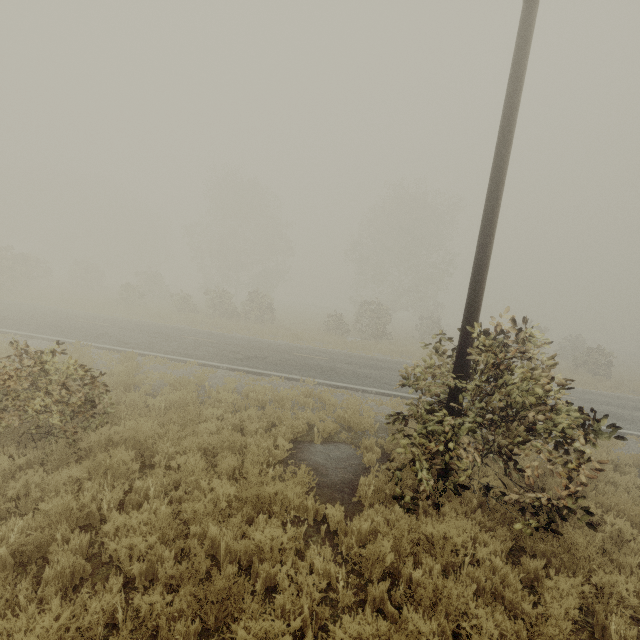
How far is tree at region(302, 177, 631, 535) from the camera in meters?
5.1 m

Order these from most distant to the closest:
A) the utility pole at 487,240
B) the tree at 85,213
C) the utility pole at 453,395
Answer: the tree at 85,213 < the utility pole at 453,395 < the utility pole at 487,240

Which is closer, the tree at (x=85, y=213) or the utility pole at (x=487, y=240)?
the utility pole at (x=487, y=240)

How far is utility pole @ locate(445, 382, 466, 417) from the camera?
5.7m

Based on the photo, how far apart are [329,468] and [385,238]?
36.7 meters

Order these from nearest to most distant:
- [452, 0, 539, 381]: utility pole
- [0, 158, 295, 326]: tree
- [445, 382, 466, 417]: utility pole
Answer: [452, 0, 539, 381]: utility pole < [445, 382, 466, 417]: utility pole < [0, 158, 295, 326]: tree

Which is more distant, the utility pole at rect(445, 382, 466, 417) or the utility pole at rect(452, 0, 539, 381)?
the utility pole at rect(445, 382, 466, 417)

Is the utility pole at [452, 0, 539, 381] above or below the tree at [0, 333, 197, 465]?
above
